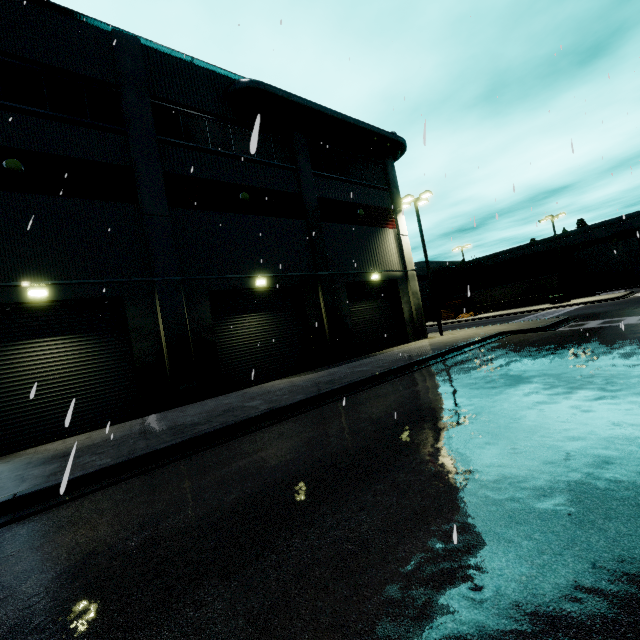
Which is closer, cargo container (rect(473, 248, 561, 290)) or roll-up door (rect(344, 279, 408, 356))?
roll-up door (rect(344, 279, 408, 356))

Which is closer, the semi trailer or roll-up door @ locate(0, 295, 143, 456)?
roll-up door @ locate(0, 295, 143, 456)

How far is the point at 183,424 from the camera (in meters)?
8.77

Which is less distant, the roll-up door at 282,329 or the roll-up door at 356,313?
the roll-up door at 282,329

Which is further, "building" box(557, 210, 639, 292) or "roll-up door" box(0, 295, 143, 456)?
"building" box(557, 210, 639, 292)

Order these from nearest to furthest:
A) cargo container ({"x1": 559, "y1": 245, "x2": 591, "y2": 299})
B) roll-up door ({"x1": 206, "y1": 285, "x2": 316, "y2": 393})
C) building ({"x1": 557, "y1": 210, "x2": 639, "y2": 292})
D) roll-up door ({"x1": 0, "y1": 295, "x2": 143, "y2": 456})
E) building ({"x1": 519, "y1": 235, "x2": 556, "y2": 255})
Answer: roll-up door ({"x1": 0, "y1": 295, "x2": 143, "y2": 456})
roll-up door ({"x1": 206, "y1": 285, "x2": 316, "y2": 393})
cargo container ({"x1": 559, "y1": 245, "x2": 591, "y2": 299})
building ({"x1": 557, "y1": 210, "x2": 639, "y2": 292})
building ({"x1": 519, "y1": 235, "x2": 556, "y2": 255})

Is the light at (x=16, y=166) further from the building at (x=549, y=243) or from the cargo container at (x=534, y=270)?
the cargo container at (x=534, y=270)

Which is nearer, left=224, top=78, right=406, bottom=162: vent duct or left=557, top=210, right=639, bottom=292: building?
left=224, top=78, right=406, bottom=162: vent duct
